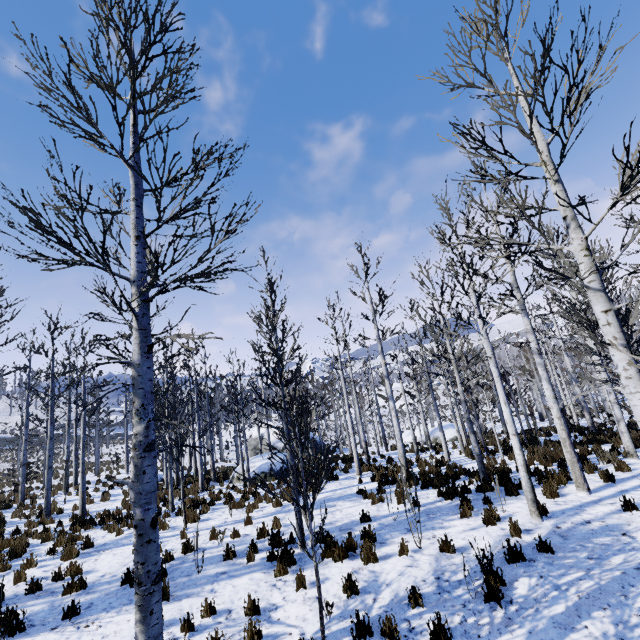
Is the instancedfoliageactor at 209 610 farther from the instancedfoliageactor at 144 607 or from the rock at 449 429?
the rock at 449 429

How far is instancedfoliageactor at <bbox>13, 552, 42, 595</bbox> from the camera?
6.9 meters

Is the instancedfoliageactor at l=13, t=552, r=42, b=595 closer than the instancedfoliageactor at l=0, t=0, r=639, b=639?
No

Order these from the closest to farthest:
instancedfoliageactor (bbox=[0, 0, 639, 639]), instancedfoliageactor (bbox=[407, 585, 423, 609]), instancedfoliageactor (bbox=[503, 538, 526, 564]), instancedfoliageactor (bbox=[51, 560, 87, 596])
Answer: instancedfoliageactor (bbox=[0, 0, 639, 639]), instancedfoliageactor (bbox=[407, 585, 423, 609]), instancedfoliageactor (bbox=[503, 538, 526, 564]), instancedfoliageactor (bbox=[51, 560, 87, 596])

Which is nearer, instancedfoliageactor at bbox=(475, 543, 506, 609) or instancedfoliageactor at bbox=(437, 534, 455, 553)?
instancedfoliageactor at bbox=(475, 543, 506, 609)

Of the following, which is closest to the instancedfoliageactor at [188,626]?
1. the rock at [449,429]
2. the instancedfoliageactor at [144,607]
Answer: the instancedfoliageactor at [144,607]

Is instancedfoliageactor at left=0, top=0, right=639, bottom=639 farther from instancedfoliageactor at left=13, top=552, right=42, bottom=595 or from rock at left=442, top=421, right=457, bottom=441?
rock at left=442, top=421, right=457, bottom=441

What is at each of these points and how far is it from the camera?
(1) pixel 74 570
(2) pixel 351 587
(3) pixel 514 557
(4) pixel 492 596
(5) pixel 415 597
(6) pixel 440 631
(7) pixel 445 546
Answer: (1) instancedfoliageactor, 7.7m
(2) instancedfoliageactor, 5.5m
(3) instancedfoliageactor, 5.5m
(4) instancedfoliageactor, 4.9m
(5) instancedfoliageactor, 5.1m
(6) instancedfoliageactor, 4.5m
(7) instancedfoliageactor, 6.3m
